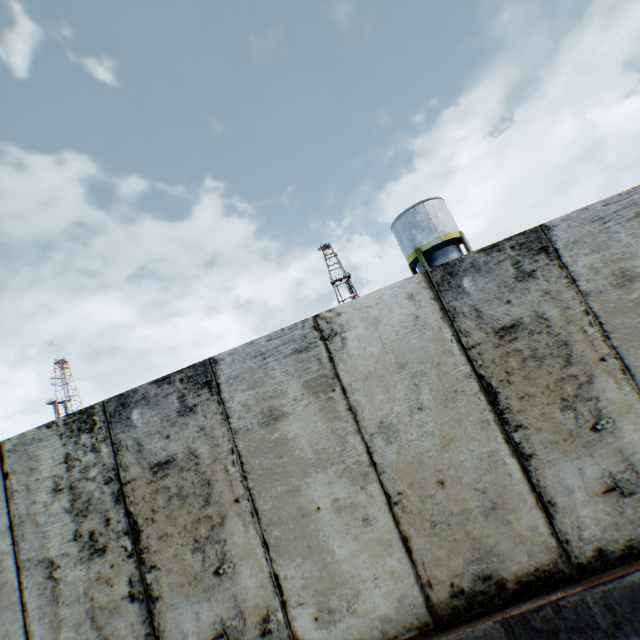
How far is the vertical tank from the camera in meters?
21.5

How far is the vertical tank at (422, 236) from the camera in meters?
21.5 m

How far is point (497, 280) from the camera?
3.2m
